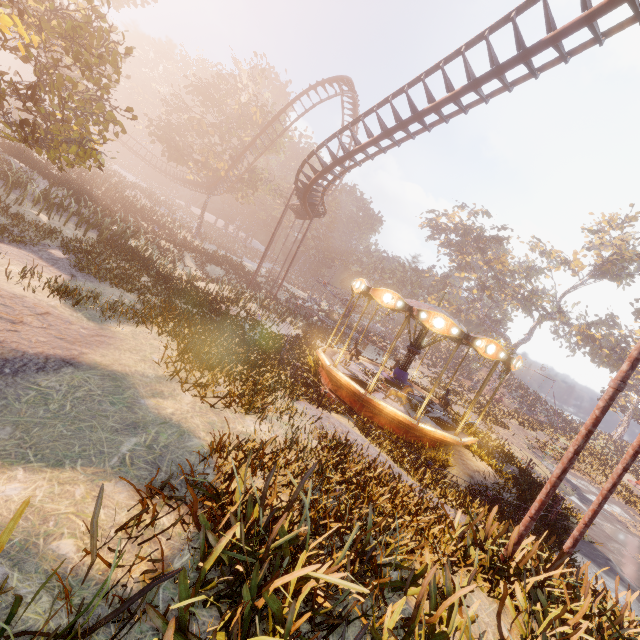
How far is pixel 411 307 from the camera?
11.36m

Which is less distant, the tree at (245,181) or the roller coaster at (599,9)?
the roller coaster at (599,9)

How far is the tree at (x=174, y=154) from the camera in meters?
34.6 m

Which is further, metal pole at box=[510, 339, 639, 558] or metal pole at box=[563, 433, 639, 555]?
metal pole at box=[563, 433, 639, 555]

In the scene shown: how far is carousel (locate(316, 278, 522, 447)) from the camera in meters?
11.1 m

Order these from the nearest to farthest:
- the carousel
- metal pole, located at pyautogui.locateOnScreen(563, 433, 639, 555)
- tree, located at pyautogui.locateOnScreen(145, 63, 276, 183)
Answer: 1. metal pole, located at pyautogui.locateOnScreen(563, 433, 639, 555)
2. the carousel
3. tree, located at pyautogui.locateOnScreen(145, 63, 276, 183)

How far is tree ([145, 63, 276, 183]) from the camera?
34.6 meters
